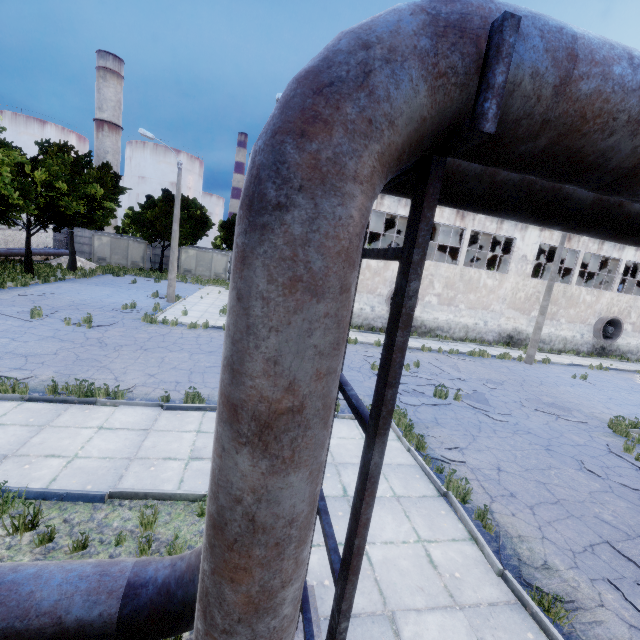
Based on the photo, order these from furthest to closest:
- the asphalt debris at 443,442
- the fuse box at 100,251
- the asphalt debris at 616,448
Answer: the fuse box at 100,251, the asphalt debris at 616,448, the asphalt debris at 443,442

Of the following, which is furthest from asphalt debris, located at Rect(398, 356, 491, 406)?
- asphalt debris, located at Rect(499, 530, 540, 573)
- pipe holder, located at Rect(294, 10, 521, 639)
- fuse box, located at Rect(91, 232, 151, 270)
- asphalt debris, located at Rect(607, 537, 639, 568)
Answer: fuse box, located at Rect(91, 232, 151, 270)

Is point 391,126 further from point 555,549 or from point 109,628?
point 555,549

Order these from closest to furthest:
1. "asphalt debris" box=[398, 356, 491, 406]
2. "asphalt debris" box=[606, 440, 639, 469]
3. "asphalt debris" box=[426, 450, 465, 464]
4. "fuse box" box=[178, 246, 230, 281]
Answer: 1. "asphalt debris" box=[426, 450, 465, 464]
2. "asphalt debris" box=[606, 440, 639, 469]
3. "asphalt debris" box=[398, 356, 491, 406]
4. "fuse box" box=[178, 246, 230, 281]

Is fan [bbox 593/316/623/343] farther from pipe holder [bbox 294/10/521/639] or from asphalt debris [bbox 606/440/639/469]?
pipe holder [bbox 294/10/521/639]

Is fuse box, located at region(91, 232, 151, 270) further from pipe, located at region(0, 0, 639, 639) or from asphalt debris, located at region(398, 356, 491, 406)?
pipe, located at region(0, 0, 639, 639)

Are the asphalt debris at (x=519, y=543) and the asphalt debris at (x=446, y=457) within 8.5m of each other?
yes

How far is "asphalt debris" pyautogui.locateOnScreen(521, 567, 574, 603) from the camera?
4.6m
